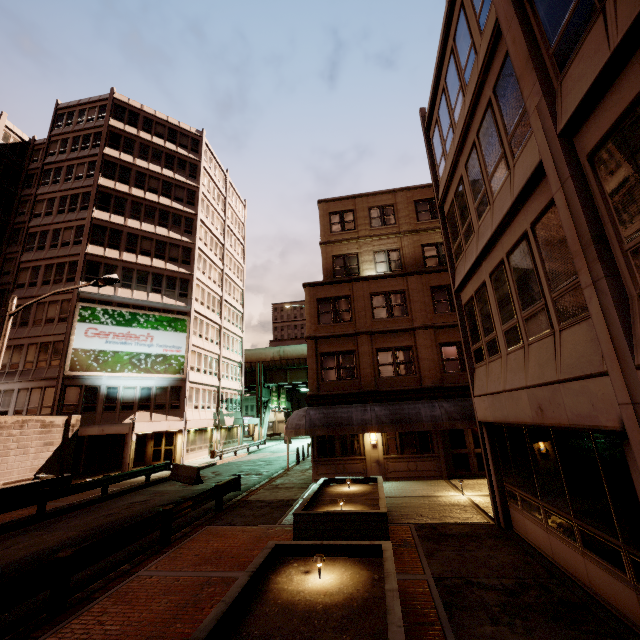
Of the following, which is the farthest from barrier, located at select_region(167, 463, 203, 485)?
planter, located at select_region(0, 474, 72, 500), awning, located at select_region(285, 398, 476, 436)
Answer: awning, located at select_region(285, 398, 476, 436)

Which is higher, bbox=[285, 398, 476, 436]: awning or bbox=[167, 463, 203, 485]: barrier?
bbox=[285, 398, 476, 436]: awning

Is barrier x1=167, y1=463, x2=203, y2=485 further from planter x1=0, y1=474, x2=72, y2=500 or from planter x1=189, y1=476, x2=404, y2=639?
planter x1=189, y1=476, x2=404, y2=639

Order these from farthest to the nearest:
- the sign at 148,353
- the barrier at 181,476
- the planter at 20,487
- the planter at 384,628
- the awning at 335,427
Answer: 1. the sign at 148,353
2. the barrier at 181,476
3. the awning at 335,427
4. the planter at 20,487
5. the planter at 384,628

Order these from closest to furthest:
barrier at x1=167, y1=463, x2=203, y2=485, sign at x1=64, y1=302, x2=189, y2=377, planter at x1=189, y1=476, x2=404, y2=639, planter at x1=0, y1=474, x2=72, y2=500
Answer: planter at x1=189, y1=476, x2=404, y2=639 < planter at x1=0, y1=474, x2=72, y2=500 < barrier at x1=167, y1=463, x2=203, y2=485 < sign at x1=64, y1=302, x2=189, y2=377

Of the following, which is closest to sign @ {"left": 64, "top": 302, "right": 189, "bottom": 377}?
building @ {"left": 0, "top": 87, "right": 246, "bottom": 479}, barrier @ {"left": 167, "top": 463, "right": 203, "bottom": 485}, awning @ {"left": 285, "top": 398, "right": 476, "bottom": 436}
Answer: building @ {"left": 0, "top": 87, "right": 246, "bottom": 479}

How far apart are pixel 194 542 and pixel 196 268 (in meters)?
30.05

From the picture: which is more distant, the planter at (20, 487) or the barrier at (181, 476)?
the barrier at (181, 476)
